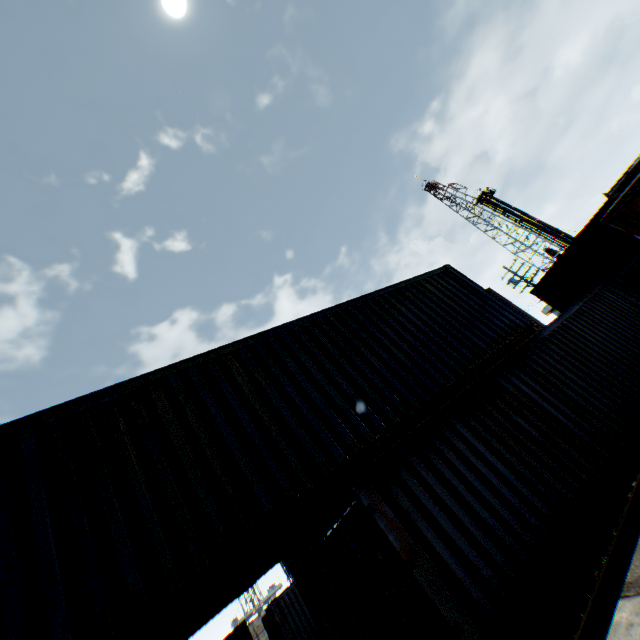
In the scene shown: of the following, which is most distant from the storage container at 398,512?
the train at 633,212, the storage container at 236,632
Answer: the storage container at 236,632

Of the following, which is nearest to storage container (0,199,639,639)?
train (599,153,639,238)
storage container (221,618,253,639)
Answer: train (599,153,639,238)

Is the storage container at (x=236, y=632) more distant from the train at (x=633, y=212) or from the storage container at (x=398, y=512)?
the train at (x=633, y=212)

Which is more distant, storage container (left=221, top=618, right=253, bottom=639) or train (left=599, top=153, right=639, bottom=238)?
storage container (left=221, top=618, right=253, bottom=639)

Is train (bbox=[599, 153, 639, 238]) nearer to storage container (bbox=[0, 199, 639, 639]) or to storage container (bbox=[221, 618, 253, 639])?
storage container (bbox=[0, 199, 639, 639])

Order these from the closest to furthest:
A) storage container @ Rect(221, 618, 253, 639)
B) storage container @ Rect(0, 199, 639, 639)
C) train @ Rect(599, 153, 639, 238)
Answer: storage container @ Rect(0, 199, 639, 639) < train @ Rect(599, 153, 639, 238) < storage container @ Rect(221, 618, 253, 639)

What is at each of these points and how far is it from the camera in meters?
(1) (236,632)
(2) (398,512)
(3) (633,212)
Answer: (1) storage container, 11.2 m
(2) storage container, 4.3 m
(3) train, 5.8 m

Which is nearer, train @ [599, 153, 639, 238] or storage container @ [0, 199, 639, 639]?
storage container @ [0, 199, 639, 639]
